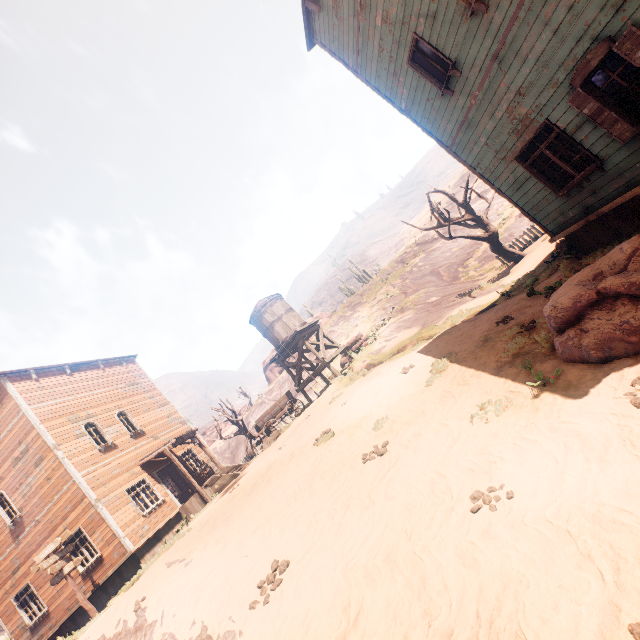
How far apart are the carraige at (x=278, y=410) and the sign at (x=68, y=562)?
8.21m

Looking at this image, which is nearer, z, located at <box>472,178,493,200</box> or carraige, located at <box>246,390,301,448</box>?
carraige, located at <box>246,390,301,448</box>

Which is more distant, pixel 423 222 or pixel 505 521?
pixel 423 222

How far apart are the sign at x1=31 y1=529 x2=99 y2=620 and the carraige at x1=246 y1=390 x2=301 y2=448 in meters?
8.2

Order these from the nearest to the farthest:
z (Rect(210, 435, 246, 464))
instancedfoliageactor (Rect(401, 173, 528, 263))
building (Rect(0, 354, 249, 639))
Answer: building (Rect(0, 354, 249, 639)) → instancedfoliageactor (Rect(401, 173, 528, 263)) → z (Rect(210, 435, 246, 464))

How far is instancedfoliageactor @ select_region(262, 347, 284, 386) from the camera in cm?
5072

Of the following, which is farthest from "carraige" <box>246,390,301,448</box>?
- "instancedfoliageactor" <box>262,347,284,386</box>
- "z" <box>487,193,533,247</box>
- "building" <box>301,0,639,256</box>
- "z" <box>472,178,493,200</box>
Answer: "instancedfoliageactor" <box>262,347,284,386</box>

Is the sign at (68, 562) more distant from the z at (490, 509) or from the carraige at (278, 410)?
the carraige at (278, 410)
